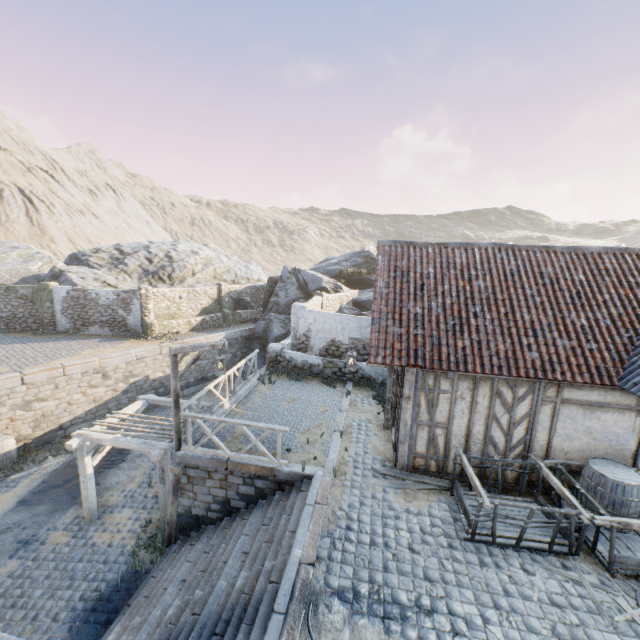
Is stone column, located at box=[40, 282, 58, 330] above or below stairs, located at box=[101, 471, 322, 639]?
above

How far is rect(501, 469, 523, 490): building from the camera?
7.8m

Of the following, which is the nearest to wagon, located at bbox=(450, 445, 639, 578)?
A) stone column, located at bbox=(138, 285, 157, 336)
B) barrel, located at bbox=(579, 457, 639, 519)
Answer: barrel, located at bbox=(579, 457, 639, 519)

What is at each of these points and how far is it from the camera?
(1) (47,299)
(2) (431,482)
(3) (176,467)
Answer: (1) stone column, 20.27m
(2) wood chunk, 7.89m
(3) wooden structure, 8.66m

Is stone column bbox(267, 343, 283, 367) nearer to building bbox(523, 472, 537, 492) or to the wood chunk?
building bbox(523, 472, 537, 492)

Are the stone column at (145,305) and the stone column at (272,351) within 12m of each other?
yes

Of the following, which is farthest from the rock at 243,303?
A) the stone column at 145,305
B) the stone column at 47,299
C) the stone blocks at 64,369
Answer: the stone column at 145,305

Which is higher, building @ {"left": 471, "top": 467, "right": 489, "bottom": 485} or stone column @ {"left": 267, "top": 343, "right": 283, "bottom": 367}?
stone column @ {"left": 267, "top": 343, "right": 283, "bottom": 367}
